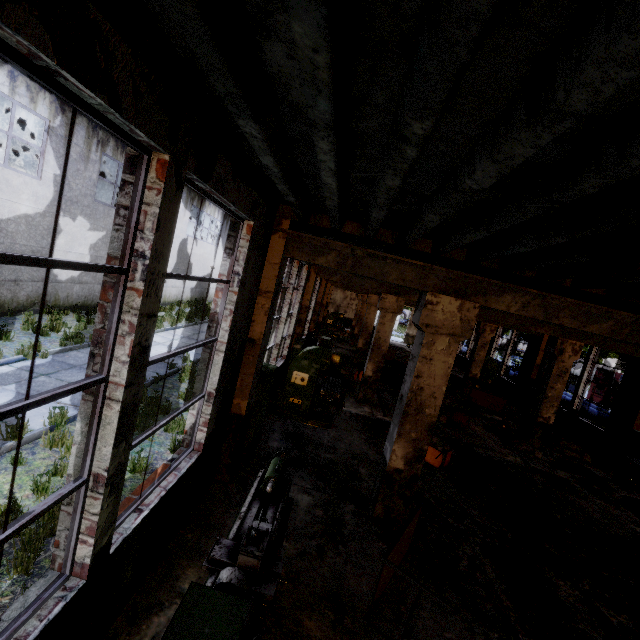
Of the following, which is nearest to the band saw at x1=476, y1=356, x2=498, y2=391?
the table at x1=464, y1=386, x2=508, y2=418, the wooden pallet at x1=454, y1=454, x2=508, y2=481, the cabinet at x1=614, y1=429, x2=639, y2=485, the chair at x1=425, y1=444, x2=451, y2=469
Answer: the table at x1=464, y1=386, x2=508, y2=418

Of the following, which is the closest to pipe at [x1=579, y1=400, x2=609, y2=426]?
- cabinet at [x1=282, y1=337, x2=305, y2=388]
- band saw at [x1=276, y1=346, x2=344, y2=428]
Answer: → band saw at [x1=276, y1=346, x2=344, y2=428]

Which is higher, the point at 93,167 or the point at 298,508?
the point at 93,167

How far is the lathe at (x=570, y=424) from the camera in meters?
11.9

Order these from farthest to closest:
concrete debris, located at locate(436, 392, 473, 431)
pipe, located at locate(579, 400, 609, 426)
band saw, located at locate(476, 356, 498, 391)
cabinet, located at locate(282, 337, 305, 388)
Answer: band saw, located at locate(476, 356, 498, 391) < pipe, located at locate(579, 400, 609, 426) < concrete debris, located at locate(436, 392, 473, 431) < cabinet, located at locate(282, 337, 305, 388)

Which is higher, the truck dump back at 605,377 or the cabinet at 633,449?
the truck dump back at 605,377

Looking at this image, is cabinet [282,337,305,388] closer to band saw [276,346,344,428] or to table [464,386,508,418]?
band saw [276,346,344,428]

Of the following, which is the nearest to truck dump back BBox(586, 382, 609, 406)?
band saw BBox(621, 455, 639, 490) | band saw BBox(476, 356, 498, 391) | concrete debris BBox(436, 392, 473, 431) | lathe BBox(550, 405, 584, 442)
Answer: band saw BBox(476, 356, 498, 391)
